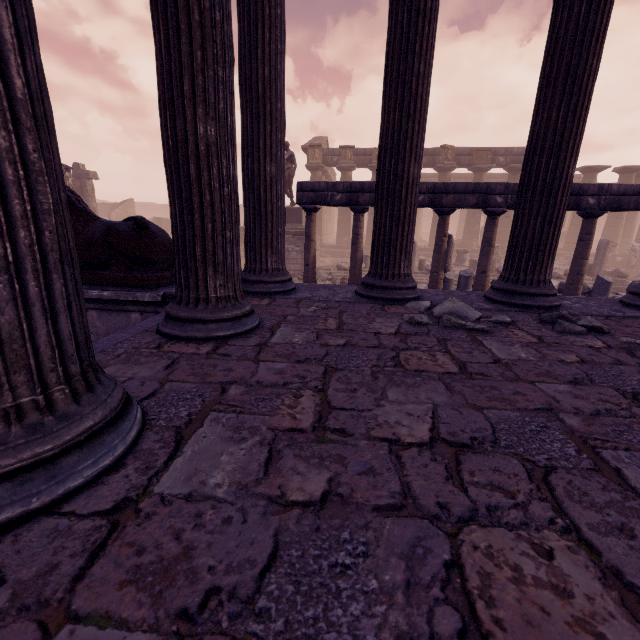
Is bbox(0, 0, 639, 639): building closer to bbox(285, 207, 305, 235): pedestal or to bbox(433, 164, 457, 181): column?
bbox(285, 207, 305, 235): pedestal

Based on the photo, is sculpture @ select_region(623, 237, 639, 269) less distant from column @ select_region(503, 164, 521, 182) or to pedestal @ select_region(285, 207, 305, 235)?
column @ select_region(503, 164, 521, 182)

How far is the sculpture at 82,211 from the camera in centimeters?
356cm

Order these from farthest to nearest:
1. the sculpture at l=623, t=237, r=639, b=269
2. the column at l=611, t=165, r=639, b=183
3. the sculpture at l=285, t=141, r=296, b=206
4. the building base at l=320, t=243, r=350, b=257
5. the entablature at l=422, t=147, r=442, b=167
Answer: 1. the building base at l=320, t=243, r=350, b=257
2. the entablature at l=422, t=147, r=442, b=167
3. the column at l=611, t=165, r=639, b=183
4. the sculpture at l=623, t=237, r=639, b=269
5. the sculpture at l=285, t=141, r=296, b=206

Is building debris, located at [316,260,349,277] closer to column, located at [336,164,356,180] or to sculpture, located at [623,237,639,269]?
sculpture, located at [623,237,639,269]

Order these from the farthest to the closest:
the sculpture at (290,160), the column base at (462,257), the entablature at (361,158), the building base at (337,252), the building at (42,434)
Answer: the building base at (337,252)
the entablature at (361,158)
the column base at (462,257)
the sculpture at (290,160)
the building at (42,434)

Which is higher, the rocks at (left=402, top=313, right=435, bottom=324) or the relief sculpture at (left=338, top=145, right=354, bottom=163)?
the relief sculpture at (left=338, top=145, right=354, bottom=163)

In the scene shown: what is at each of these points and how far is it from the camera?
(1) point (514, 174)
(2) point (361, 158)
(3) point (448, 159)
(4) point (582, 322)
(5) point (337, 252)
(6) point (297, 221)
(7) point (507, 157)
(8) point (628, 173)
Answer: (1) column, 21.27m
(2) entablature, 21.97m
(3) relief sculpture, 21.19m
(4) rocks, 2.56m
(5) building base, 23.62m
(6) pedestal, 15.13m
(7) entablature, 20.83m
(8) column, 20.50m
